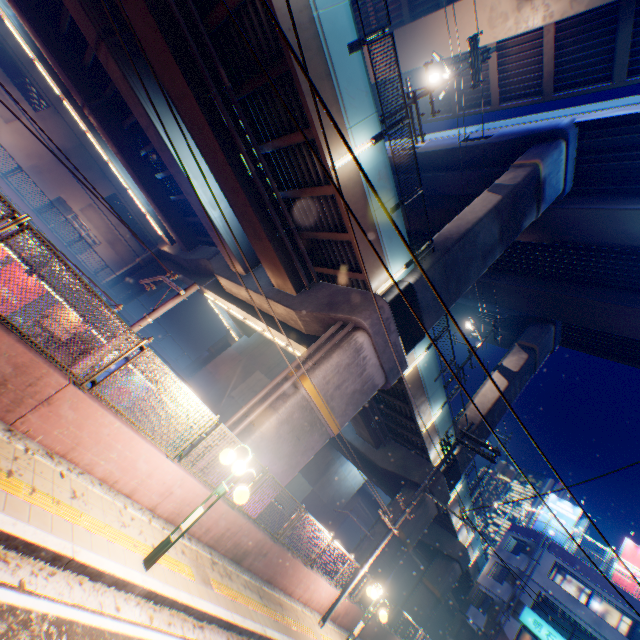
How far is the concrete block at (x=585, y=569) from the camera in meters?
26.2

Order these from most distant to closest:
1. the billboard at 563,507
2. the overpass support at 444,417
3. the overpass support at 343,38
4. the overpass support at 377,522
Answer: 1. the billboard at 563,507
2. the overpass support at 444,417
3. the overpass support at 377,522
4. the overpass support at 343,38

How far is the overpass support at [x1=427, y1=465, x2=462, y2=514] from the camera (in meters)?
19.88

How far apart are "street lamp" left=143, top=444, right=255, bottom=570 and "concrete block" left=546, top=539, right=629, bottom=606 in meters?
36.7 m

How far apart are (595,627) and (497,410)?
19.6 meters

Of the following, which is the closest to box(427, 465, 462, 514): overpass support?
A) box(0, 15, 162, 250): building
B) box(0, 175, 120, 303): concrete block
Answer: box(0, 175, 120, 303): concrete block
